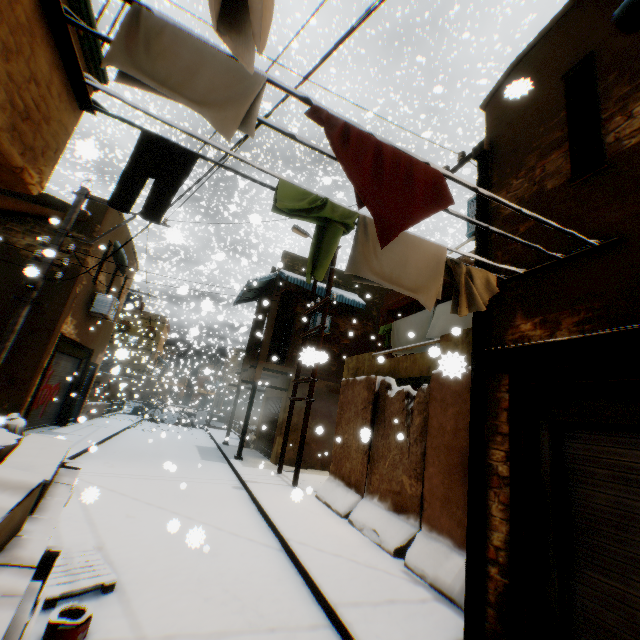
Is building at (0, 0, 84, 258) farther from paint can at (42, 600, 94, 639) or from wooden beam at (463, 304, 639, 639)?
paint can at (42, 600, 94, 639)

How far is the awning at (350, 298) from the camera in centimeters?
1489cm

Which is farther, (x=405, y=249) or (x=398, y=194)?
(x=405, y=249)

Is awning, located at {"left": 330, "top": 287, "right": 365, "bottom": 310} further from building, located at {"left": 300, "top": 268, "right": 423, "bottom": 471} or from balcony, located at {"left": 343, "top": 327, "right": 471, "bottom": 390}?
balcony, located at {"left": 343, "top": 327, "right": 471, "bottom": 390}

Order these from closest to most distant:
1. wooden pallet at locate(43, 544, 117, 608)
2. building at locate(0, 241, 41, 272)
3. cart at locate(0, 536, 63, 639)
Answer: cart at locate(0, 536, 63, 639), wooden pallet at locate(43, 544, 117, 608), building at locate(0, 241, 41, 272)

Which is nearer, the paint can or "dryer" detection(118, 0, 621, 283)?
"dryer" detection(118, 0, 621, 283)

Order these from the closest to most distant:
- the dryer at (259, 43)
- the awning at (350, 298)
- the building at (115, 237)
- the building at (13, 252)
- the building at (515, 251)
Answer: the dryer at (259, 43) → the building at (515, 251) → the building at (13, 252) → the building at (115, 237) → the awning at (350, 298)

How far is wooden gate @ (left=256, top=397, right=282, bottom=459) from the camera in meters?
14.9 m
